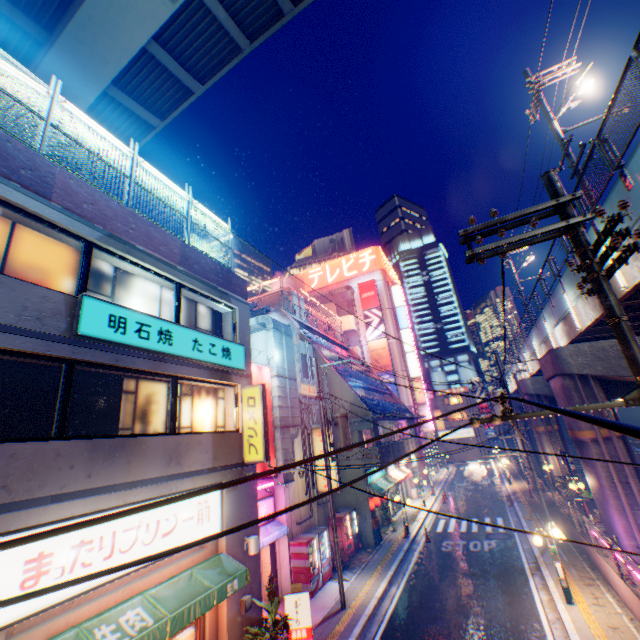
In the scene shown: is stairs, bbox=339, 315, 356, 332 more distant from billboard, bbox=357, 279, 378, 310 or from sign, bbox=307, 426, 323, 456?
sign, bbox=307, 426, 323, 456

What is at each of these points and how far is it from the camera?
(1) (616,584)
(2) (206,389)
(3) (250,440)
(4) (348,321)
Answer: (1) concrete block, 10.66m
(2) window glass, 10.76m
(3) sign, 10.77m
(4) stairs, 44.50m

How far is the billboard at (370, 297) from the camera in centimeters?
4556cm

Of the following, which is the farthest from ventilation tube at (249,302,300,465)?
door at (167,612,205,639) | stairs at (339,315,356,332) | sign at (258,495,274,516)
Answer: stairs at (339,315,356,332)

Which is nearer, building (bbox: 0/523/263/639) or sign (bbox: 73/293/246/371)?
building (bbox: 0/523/263/639)

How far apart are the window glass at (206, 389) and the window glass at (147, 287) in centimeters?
129cm

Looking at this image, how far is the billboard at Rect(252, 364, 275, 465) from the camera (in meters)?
→ 14.83

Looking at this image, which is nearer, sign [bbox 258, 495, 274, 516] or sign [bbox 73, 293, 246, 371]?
sign [bbox 73, 293, 246, 371]
